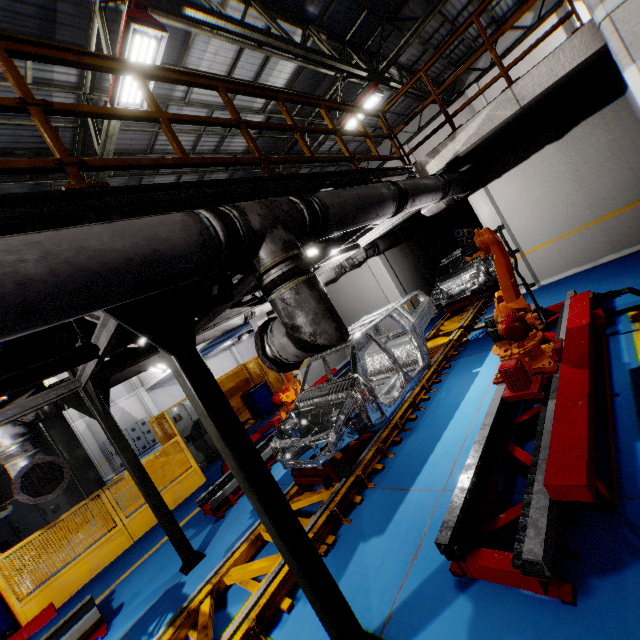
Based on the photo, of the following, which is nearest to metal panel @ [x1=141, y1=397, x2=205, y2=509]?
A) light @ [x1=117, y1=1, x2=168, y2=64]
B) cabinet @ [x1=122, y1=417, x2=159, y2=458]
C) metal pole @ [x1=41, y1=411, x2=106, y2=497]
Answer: metal pole @ [x1=41, y1=411, x2=106, y2=497]

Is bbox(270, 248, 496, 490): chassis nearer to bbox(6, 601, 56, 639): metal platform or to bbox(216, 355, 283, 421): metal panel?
bbox(6, 601, 56, 639): metal platform

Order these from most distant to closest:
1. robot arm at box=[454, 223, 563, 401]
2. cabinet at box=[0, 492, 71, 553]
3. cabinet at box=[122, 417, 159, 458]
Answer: cabinet at box=[122, 417, 159, 458] < cabinet at box=[0, 492, 71, 553] < robot arm at box=[454, 223, 563, 401]

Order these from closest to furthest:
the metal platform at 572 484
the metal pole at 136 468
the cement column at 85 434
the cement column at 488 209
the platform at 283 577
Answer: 1. the metal platform at 572 484
2. the platform at 283 577
3. the metal pole at 136 468
4. the cement column at 488 209
5. the cement column at 85 434

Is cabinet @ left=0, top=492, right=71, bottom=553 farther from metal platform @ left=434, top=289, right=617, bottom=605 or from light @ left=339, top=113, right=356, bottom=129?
light @ left=339, top=113, right=356, bottom=129

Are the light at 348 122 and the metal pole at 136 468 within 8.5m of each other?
no

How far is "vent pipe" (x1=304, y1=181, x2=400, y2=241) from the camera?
3.26m

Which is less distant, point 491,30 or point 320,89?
point 320,89
